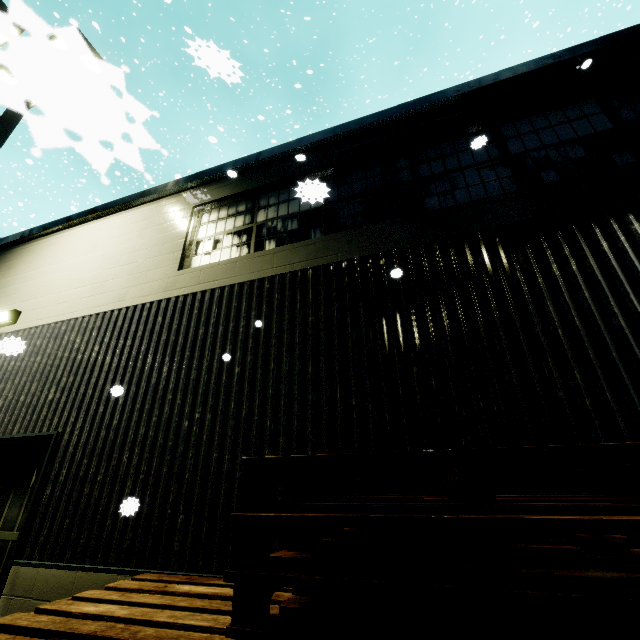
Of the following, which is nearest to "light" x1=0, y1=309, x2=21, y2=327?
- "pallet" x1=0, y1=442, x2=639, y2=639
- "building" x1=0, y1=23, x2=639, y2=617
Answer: "building" x1=0, y1=23, x2=639, y2=617

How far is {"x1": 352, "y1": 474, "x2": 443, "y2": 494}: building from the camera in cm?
287

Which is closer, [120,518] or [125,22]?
[120,518]

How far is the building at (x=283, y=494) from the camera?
3.2m

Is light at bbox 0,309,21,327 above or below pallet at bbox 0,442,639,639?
above

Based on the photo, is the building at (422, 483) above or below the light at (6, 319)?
below

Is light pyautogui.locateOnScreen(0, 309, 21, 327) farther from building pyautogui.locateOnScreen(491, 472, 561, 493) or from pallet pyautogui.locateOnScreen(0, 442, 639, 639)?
pallet pyautogui.locateOnScreen(0, 442, 639, 639)
